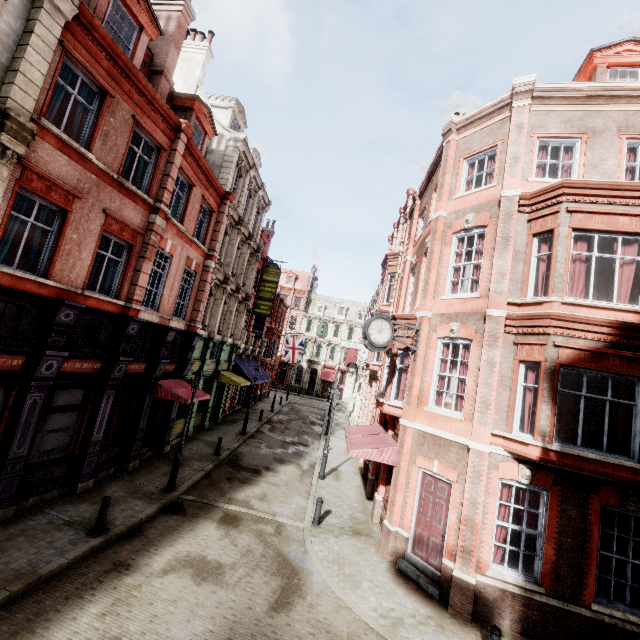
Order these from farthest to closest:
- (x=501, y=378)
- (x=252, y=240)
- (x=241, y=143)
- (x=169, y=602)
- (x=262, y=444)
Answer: (x=252, y=240) < (x=262, y=444) < (x=241, y=143) < (x=501, y=378) < (x=169, y=602)

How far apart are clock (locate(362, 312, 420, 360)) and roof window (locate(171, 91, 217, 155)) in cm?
1177

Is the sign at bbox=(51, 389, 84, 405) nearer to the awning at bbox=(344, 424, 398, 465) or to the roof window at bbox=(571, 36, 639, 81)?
the awning at bbox=(344, 424, 398, 465)

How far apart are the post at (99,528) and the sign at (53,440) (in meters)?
2.69

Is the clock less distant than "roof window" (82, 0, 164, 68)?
No

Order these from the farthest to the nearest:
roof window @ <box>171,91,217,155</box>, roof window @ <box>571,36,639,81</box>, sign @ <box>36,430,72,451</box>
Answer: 1. roof window @ <box>171,91,217,155</box>
2. roof window @ <box>571,36,639,81</box>
3. sign @ <box>36,430,72,451</box>

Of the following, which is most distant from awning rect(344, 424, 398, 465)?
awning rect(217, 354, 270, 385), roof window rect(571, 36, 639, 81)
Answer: roof window rect(571, 36, 639, 81)

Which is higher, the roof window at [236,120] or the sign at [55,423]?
the roof window at [236,120]
